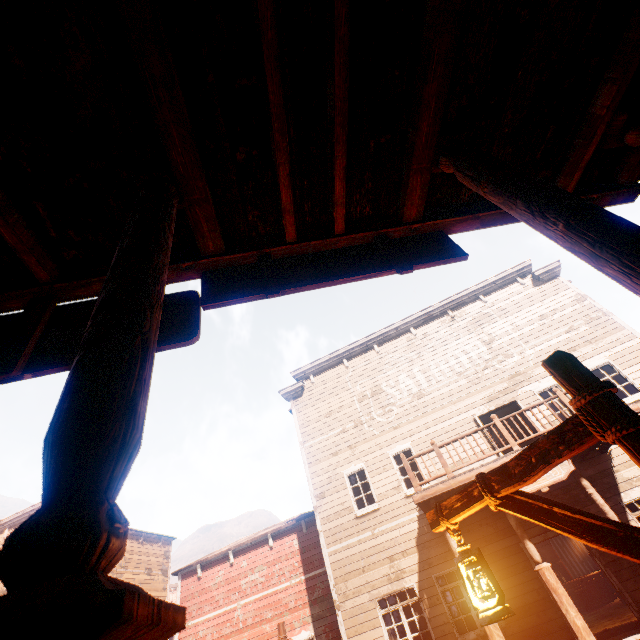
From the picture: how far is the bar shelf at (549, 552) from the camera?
17.0m

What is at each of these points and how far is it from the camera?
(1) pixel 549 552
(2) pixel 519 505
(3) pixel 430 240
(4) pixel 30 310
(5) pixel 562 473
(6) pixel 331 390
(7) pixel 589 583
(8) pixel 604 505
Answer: (1) bar shelf, 17.6 meters
(2) light pole, 2.2 meters
(3) sign, 2.5 meters
(4) sign, 2.1 meters
(5) sign, 7.9 meters
(6) building, 15.6 meters
(7) table, 14.8 meters
(8) building, 7.6 meters

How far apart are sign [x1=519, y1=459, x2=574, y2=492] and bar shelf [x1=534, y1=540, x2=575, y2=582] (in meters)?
14.41

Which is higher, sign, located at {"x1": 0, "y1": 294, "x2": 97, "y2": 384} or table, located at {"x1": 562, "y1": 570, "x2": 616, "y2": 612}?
sign, located at {"x1": 0, "y1": 294, "x2": 97, "y2": 384}

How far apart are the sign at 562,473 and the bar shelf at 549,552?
14.4 meters

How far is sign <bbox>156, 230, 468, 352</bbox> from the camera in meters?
2.0

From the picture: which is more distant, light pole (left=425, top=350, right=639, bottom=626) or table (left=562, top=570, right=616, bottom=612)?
table (left=562, top=570, right=616, bottom=612)

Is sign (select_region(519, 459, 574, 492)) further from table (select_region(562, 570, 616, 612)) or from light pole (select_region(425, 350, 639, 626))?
table (select_region(562, 570, 616, 612))
